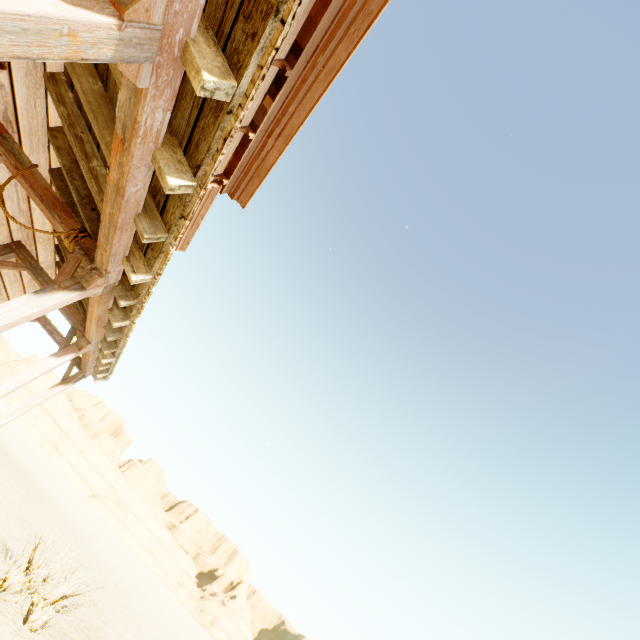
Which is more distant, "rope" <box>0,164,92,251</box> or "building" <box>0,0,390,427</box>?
"rope" <box>0,164,92,251</box>

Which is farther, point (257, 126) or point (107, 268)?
point (257, 126)

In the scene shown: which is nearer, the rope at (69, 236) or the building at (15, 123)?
the building at (15, 123)
